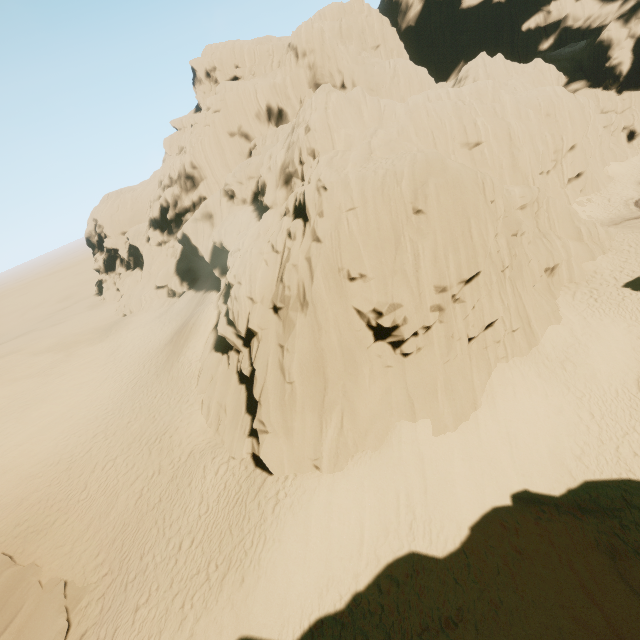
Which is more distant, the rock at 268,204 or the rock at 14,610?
the rock at 268,204

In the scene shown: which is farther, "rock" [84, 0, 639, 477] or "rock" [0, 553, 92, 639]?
"rock" [84, 0, 639, 477]

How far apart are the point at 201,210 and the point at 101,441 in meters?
21.7 m
